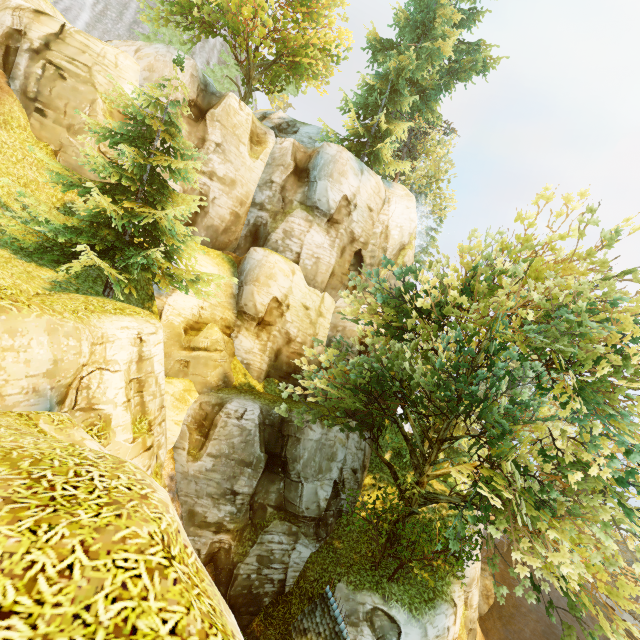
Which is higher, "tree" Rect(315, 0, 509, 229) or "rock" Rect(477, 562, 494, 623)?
"tree" Rect(315, 0, 509, 229)

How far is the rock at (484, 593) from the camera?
29.3 meters

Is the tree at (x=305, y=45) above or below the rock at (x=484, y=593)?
above

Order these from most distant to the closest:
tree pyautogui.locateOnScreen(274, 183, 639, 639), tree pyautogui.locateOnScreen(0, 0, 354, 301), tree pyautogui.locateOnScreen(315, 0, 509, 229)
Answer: tree pyautogui.locateOnScreen(315, 0, 509, 229) → tree pyautogui.locateOnScreen(0, 0, 354, 301) → tree pyautogui.locateOnScreen(274, 183, 639, 639)

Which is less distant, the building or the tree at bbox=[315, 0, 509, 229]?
the building

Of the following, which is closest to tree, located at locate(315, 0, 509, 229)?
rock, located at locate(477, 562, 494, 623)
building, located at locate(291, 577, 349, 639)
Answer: building, located at locate(291, 577, 349, 639)

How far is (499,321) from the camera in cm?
1438

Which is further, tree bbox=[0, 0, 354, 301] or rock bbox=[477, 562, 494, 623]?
rock bbox=[477, 562, 494, 623]
